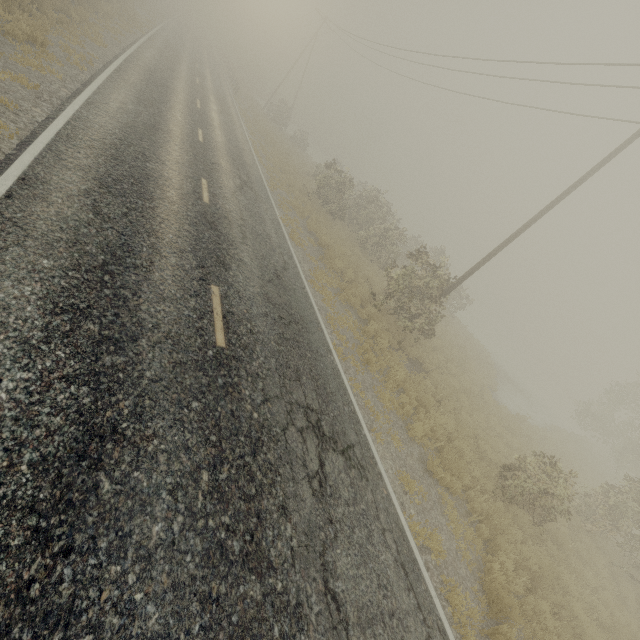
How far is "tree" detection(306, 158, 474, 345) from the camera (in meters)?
13.59

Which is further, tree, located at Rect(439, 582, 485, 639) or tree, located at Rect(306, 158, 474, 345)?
tree, located at Rect(306, 158, 474, 345)

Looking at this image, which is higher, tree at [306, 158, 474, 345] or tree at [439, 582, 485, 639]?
tree at [306, 158, 474, 345]

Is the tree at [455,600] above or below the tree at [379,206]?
below

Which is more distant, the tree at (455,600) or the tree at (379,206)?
the tree at (379,206)

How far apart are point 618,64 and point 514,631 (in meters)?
16.54
